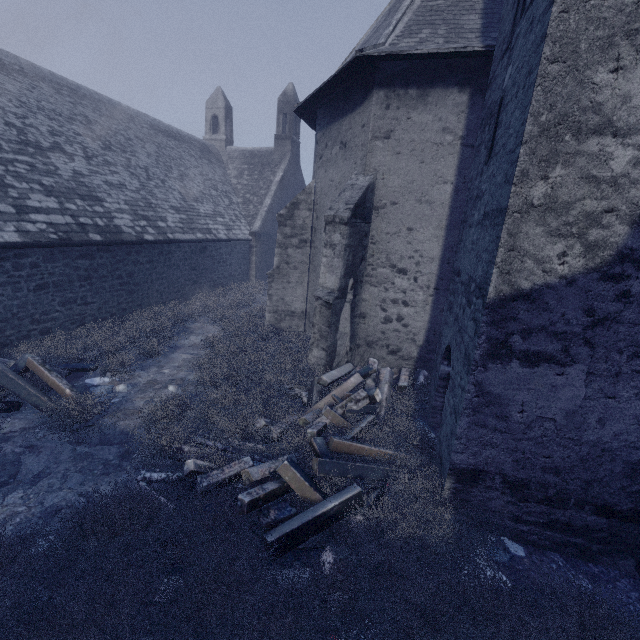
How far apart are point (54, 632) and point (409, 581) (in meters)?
3.22

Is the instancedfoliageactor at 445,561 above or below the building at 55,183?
below

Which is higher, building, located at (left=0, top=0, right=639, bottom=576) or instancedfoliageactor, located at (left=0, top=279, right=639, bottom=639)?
building, located at (left=0, top=0, right=639, bottom=576)
